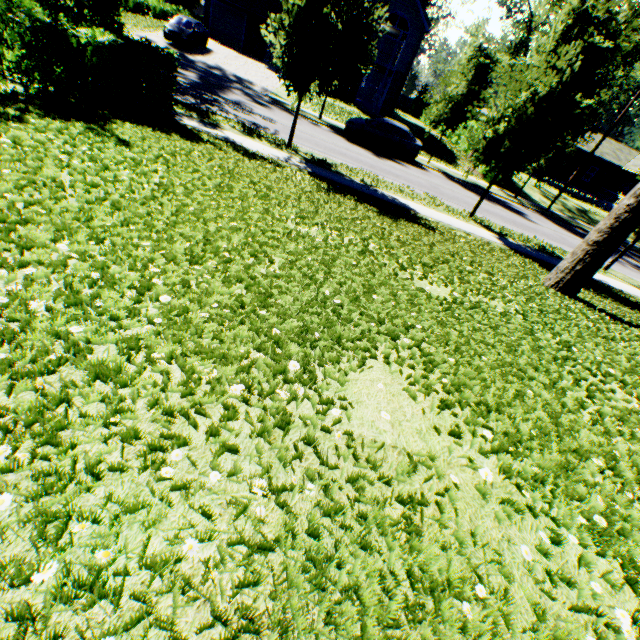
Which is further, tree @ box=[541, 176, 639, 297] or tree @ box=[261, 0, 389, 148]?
tree @ box=[261, 0, 389, 148]

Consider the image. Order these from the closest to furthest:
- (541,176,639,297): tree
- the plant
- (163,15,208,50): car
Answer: (541,176,639,297): tree < (163,15,208,50): car < the plant

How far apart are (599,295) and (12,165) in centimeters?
1392cm

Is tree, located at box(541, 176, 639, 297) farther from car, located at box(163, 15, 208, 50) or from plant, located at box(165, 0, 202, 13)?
car, located at box(163, 15, 208, 50)

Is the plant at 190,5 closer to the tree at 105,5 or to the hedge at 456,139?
the hedge at 456,139

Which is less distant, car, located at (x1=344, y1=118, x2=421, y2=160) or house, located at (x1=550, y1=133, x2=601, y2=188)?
car, located at (x1=344, y1=118, x2=421, y2=160)

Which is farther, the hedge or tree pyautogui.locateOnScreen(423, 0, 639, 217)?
the hedge

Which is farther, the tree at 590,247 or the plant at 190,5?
the plant at 190,5
